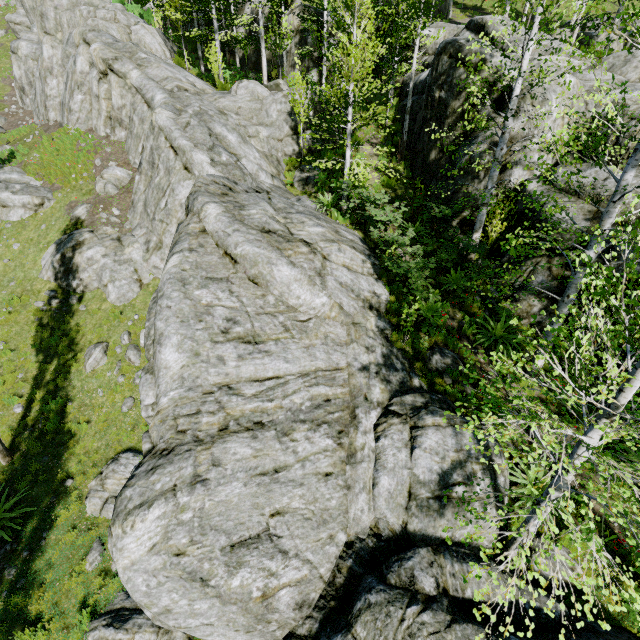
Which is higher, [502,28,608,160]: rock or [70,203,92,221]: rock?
[502,28,608,160]: rock

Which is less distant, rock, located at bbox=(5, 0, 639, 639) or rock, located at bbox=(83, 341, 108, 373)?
rock, located at bbox=(5, 0, 639, 639)

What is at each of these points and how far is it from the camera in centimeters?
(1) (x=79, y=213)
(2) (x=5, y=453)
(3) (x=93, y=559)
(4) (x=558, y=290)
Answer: (1) rock, 1548cm
(2) instancedfoliageactor, 981cm
(3) rock, 812cm
(4) rock, 1066cm

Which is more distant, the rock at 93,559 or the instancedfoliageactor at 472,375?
the rock at 93,559

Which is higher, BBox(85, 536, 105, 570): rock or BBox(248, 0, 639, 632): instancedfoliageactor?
BBox(248, 0, 639, 632): instancedfoliageactor

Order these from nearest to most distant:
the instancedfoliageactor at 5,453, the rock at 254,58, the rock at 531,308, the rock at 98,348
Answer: the instancedfoliageactor at 5,453 < the rock at 531,308 < the rock at 98,348 < the rock at 254,58
